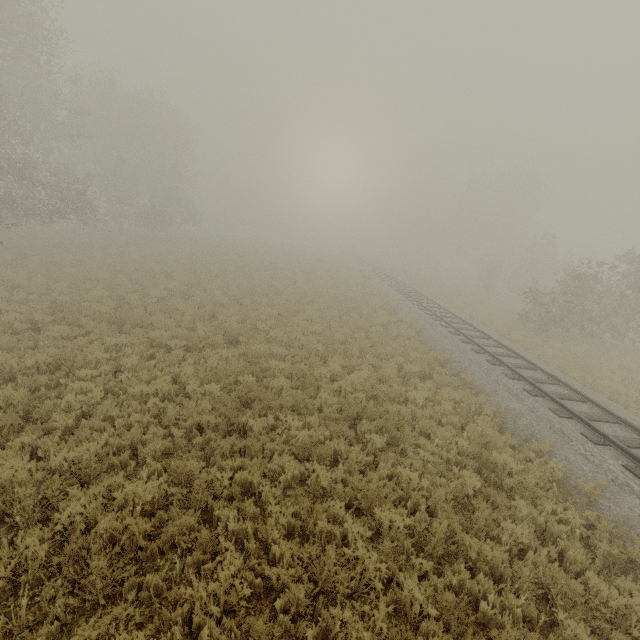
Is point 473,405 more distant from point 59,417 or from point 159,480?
point 59,417
